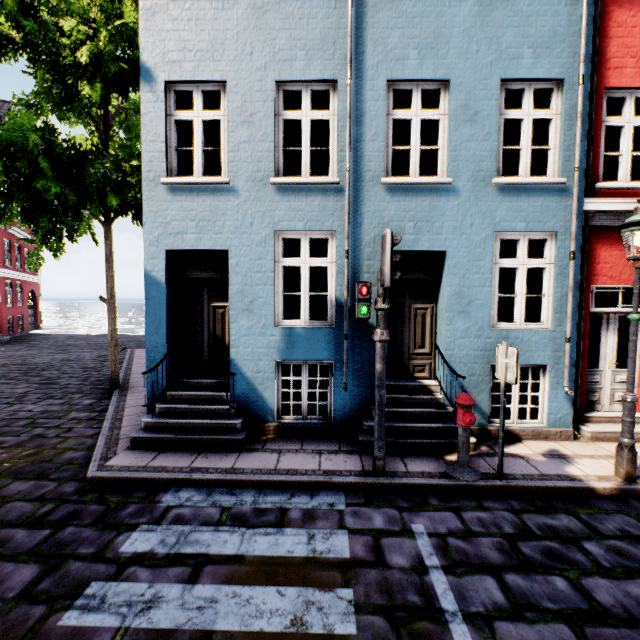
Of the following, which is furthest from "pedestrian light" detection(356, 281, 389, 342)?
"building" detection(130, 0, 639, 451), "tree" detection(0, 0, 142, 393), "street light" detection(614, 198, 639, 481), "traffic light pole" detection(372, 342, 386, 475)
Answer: "tree" detection(0, 0, 142, 393)

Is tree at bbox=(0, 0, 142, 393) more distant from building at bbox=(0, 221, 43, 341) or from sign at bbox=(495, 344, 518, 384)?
sign at bbox=(495, 344, 518, 384)

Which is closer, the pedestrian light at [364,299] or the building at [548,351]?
the pedestrian light at [364,299]

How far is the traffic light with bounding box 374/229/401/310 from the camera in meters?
4.2

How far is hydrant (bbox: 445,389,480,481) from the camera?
4.6m

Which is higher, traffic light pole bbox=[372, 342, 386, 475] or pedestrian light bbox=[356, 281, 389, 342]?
pedestrian light bbox=[356, 281, 389, 342]

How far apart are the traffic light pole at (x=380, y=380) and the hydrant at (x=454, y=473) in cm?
89

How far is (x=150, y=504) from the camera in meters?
4.1
